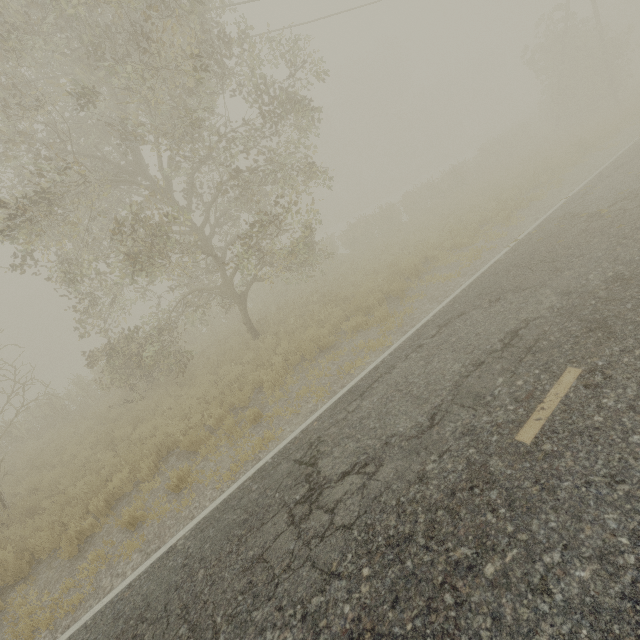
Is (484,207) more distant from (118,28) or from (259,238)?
(118,28)
